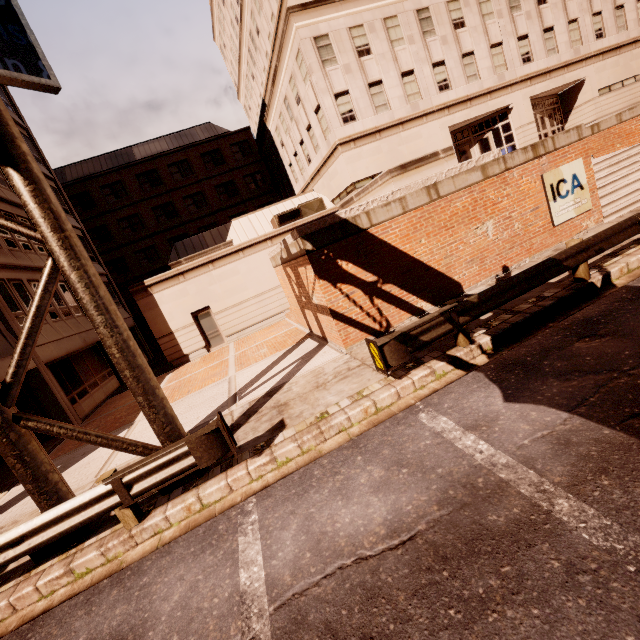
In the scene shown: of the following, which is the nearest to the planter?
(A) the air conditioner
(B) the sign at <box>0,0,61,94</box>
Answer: (A) the air conditioner

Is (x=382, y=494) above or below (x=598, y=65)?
below

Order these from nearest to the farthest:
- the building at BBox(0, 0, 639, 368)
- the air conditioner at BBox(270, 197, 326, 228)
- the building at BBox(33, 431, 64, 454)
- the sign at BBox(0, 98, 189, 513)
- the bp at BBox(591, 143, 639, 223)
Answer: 1. the sign at BBox(0, 98, 189, 513)
2. the bp at BBox(591, 143, 639, 223)
3. the building at BBox(33, 431, 64, 454)
4. the building at BBox(0, 0, 639, 368)
5. the air conditioner at BBox(270, 197, 326, 228)

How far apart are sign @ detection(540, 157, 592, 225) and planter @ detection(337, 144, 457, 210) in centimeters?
255cm

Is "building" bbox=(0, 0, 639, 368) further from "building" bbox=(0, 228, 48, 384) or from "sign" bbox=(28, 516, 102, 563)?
"sign" bbox=(28, 516, 102, 563)

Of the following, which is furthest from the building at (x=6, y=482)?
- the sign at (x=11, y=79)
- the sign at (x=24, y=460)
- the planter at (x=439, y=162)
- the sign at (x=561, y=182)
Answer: the sign at (x=561, y=182)

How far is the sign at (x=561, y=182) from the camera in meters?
10.5

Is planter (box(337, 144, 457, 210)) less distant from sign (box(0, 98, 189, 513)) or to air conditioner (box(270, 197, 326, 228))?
air conditioner (box(270, 197, 326, 228))
